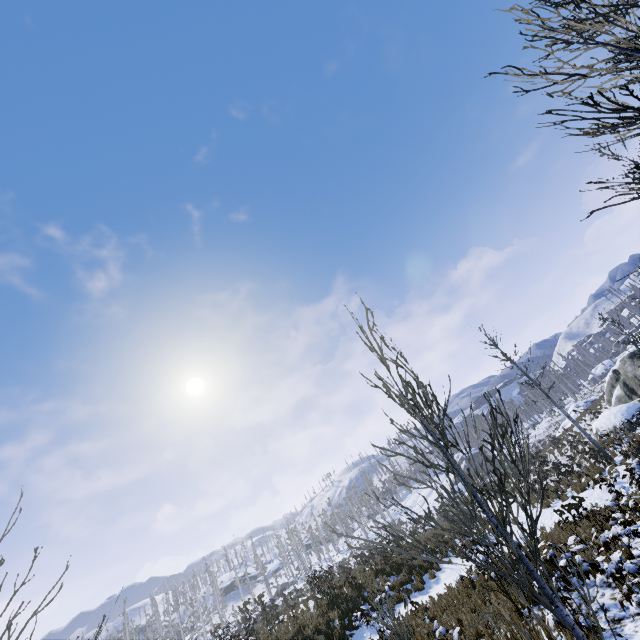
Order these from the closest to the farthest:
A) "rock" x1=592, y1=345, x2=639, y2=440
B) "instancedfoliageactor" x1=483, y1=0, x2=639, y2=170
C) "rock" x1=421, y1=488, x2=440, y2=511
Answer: "instancedfoliageactor" x1=483, y1=0, x2=639, y2=170
"rock" x1=592, y1=345, x2=639, y2=440
"rock" x1=421, y1=488, x2=440, y2=511

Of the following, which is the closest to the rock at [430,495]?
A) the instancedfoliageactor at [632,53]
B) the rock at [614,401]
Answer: the rock at [614,401]

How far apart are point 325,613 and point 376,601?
7.84m

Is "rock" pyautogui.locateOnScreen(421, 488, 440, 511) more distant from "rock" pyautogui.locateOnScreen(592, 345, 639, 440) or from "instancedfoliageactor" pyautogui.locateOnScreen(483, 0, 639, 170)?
"instancedfoliageactor" pyautogui.locateOnScreen(483, 0, 639, 170)

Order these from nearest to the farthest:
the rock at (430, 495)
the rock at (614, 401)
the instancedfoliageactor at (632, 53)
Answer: the instancedfoliageactor at (632, 53)
the rock at (614, 401)
the rock at (430, 495)

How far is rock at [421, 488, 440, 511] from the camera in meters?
48.4

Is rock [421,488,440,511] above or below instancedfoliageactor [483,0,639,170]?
below

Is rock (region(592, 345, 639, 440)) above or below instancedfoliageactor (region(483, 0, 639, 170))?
below
